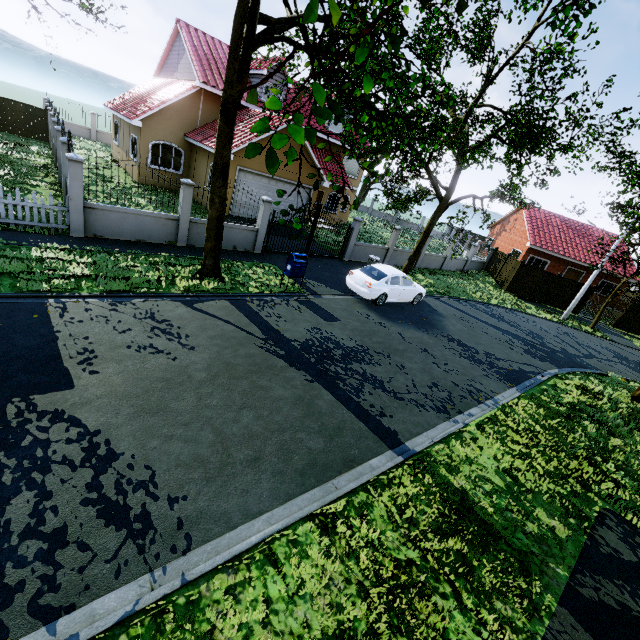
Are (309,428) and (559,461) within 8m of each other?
yes

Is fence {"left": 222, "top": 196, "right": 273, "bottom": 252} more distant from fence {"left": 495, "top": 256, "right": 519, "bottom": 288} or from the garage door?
the garage door

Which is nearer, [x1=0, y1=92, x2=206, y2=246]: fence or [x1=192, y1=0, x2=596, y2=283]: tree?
[x1=192, y1=0, x2=596, y2=283]: tree

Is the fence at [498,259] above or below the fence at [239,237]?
above

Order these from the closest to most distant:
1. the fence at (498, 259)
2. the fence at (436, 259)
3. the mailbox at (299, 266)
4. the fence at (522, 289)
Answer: the mailbox at (299, 266)
the fence at (436, 259)
the fence at (522, 289)
the fence at (498, 259)

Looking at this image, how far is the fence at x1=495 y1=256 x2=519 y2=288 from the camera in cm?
2550

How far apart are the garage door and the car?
7.7m

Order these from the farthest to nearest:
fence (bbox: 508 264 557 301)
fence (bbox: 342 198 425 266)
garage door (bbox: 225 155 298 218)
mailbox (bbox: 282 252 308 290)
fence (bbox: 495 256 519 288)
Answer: fence (bbox: 495 256 519 288), fence (bbox: 508 264 557 301), fence (bbox: 342 198 425 266), garage door (bbox: 225 155 298 218), mailbox (bbox: 282 252 308 290)
